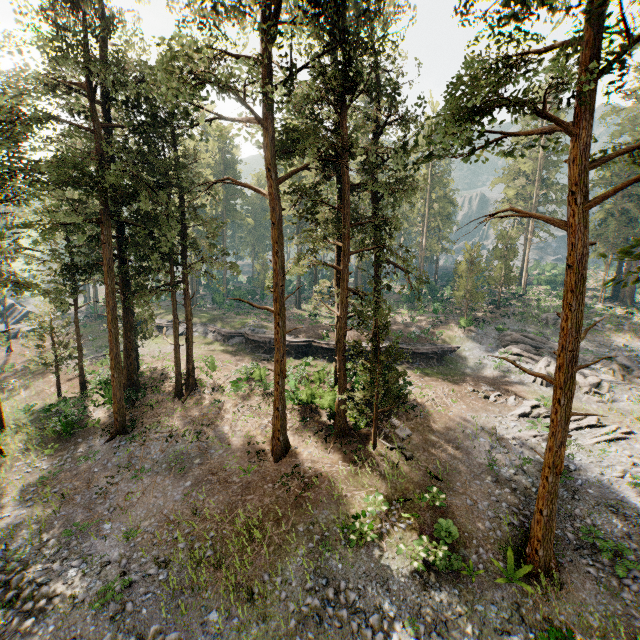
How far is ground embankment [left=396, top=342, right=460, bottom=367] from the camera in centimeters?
3312cm

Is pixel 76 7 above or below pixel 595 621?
above

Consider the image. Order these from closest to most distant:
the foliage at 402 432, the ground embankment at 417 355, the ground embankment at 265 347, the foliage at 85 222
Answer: the foliage at 85 222, the foliage at 402 432, the ground embankment at 417 355, the ground embankment at 265 347

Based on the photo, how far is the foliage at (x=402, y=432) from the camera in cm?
2088

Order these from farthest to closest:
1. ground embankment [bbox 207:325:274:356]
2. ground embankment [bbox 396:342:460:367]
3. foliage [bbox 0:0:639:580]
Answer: ground embankment [bbox 207:325:274:356] < ground embankment [bbox 396:342:460:367] < foliage [bbox 0:0:639:580]

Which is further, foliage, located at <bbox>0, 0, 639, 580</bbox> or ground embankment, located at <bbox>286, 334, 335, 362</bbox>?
ground embankment, located at <bbox>286, 334, 335, 362</bbox>

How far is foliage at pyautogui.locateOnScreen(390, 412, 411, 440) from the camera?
20.88m

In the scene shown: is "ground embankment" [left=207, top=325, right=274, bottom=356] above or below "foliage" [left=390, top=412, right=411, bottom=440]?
above
